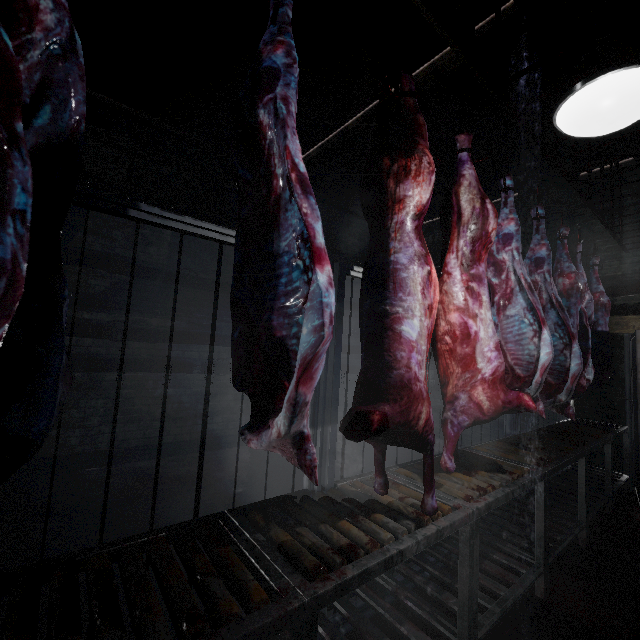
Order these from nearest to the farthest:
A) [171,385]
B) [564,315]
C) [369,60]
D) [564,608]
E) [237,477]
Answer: [564,608] < [564,315] < [369,60] < [237,477] < [171,385]

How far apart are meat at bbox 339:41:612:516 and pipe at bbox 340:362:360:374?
3.15m

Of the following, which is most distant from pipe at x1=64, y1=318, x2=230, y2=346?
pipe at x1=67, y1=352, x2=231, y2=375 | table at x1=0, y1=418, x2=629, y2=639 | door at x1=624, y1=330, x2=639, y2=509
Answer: door at x1=624, y1=330, x2=639, y2=509

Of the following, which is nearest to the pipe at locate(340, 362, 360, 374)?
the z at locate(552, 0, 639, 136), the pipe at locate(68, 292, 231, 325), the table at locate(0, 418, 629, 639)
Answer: the pipe at locate(68, 292, 231, 325)

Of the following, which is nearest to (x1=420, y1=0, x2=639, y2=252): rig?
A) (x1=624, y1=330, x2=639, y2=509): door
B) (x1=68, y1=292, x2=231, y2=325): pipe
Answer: (x1=624, y1=330, x2=639, y2=509): door

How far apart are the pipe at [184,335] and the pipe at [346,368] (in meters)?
0.11

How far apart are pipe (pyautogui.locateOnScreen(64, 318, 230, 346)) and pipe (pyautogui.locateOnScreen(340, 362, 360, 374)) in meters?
0.1

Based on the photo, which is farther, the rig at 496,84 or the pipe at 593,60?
the pipe at 593,60
